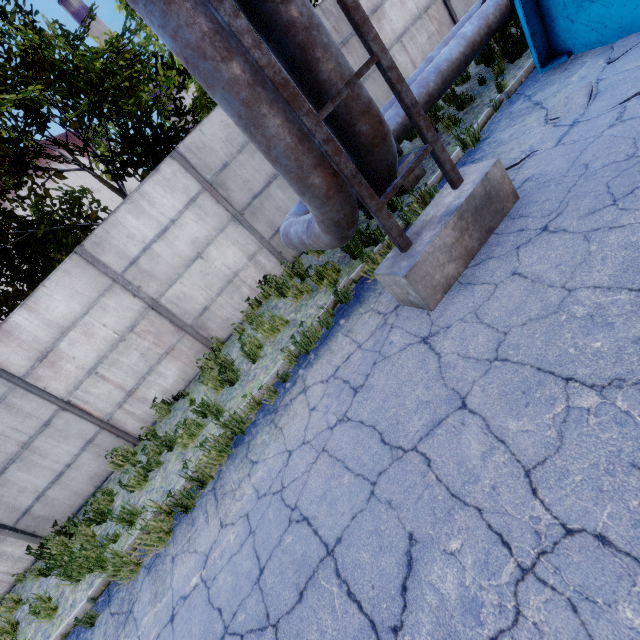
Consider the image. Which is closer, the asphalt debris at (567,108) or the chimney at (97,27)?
the asphalt debris at (567,108)

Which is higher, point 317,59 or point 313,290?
point 317,59

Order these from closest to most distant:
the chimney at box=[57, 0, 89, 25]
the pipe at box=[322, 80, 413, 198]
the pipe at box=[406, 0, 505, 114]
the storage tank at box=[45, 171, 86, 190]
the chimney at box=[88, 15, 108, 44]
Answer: the pipe at box=[322, 80, 413, 198]
the pipe at box=[406, 0, 505, 114]
the chimney at box=[57, 0, 89, 25]
the chimney at box=[88, 15, 108, 44]
the storage tank at box=[45, 171, 86, 190]

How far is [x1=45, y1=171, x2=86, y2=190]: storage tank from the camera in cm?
5633

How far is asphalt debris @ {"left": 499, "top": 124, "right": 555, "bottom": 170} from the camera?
4.19m

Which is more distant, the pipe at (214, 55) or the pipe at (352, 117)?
the pipe at (352, 117)

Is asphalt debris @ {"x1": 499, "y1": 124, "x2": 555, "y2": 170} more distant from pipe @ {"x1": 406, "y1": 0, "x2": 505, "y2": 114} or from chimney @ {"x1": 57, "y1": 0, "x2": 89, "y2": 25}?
chimney @ {"x1": 57, "y1": 0, "x2": 89, "y2": 25}

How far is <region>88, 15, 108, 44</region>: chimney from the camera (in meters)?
50.59
